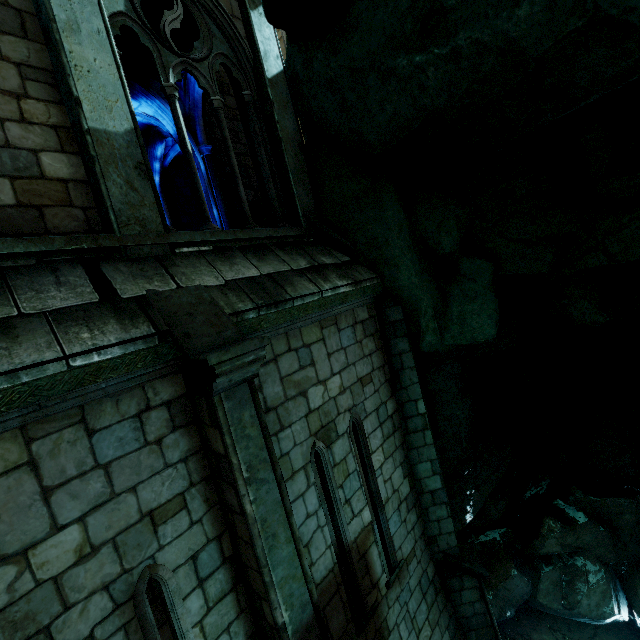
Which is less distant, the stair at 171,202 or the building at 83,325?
the building at 83,325

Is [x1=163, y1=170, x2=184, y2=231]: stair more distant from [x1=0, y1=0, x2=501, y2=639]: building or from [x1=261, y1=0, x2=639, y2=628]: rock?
[x1=261, y1=0, x2=639, y2=628]: rock

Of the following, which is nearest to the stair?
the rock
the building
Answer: the building

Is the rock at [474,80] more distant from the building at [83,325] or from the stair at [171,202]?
the stair at [171,202]

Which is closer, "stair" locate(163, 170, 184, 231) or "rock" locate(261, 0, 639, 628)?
"rock" locate(261, 0, 639, 628)

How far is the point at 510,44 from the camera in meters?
2.7 m
